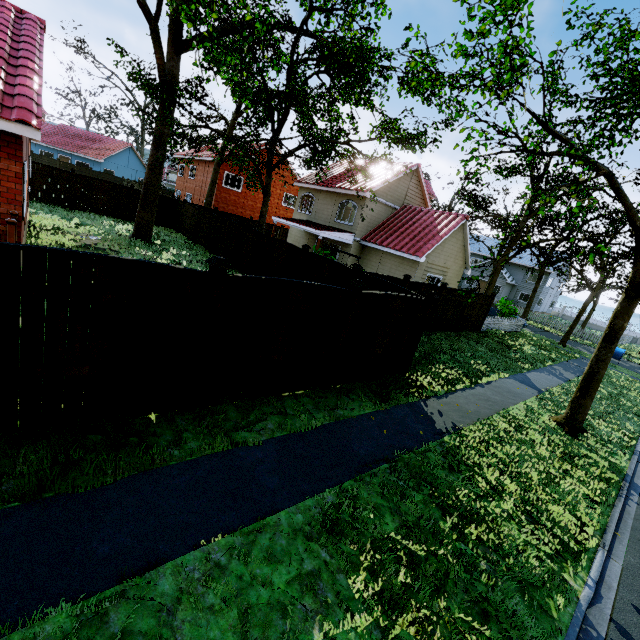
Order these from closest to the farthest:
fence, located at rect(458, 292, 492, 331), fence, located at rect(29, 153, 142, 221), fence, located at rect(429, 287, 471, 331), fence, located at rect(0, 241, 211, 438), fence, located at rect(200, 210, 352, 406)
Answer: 1. fence, located at rect(0, 241, 211, 438)
2. fence, located at rect(200, 210, 352, 406)
3. fence, located at rect(429, 287, 471, 331)
4. fence, located at rect(458, 292, 492, 331)
5. fence, located at rect(29, 153, 142, 221)

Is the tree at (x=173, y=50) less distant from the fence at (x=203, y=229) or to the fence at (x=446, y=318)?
the fence at (x=446, y=318)

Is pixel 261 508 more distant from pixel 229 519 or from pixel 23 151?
pixel 23 151

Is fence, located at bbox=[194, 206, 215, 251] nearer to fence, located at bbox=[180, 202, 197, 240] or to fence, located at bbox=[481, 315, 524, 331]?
fence, located at bbox=[180, 202, 197, 240]

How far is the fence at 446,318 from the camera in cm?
1562

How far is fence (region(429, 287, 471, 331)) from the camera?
15.62m

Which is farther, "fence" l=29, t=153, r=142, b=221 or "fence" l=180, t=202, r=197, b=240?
"fence" l=180, t=202, r=197, b=240
